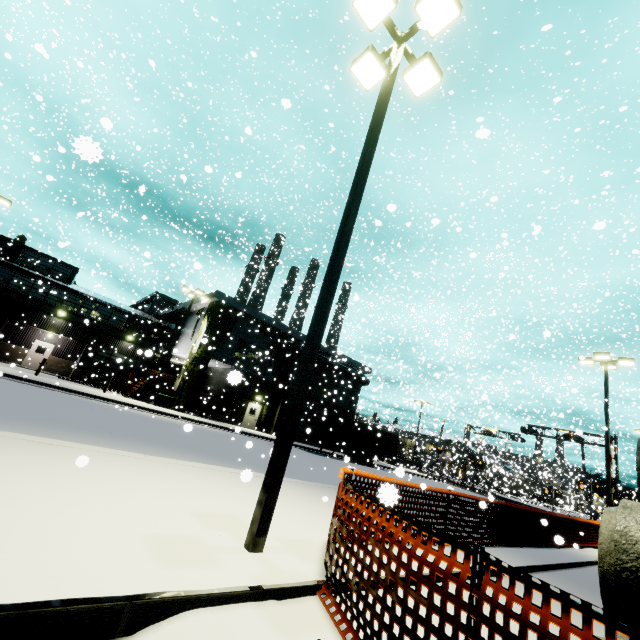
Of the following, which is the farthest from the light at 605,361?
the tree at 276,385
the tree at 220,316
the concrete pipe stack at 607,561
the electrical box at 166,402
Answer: the electrical box at 166,402

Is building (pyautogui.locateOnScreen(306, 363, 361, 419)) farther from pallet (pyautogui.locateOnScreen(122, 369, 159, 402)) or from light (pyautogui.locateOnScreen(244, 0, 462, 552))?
light (pyautogui.locateOnScreen(244, 0, 462, 552))

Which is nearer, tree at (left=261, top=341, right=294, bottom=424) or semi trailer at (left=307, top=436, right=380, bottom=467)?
semi trailer at (left=307, top=436, right=380, bottom=467)

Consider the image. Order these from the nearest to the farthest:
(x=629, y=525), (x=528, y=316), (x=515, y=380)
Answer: (x=629, y=525) < (x=528, y=316) < (x=515, y=380)

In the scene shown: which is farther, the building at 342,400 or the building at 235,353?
the building at 342,400

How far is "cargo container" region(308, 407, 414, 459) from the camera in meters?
27.4

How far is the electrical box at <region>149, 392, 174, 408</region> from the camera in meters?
25.3

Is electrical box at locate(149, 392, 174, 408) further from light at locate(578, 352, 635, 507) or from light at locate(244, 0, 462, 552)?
light at locate(578, 352, 635, 507)
